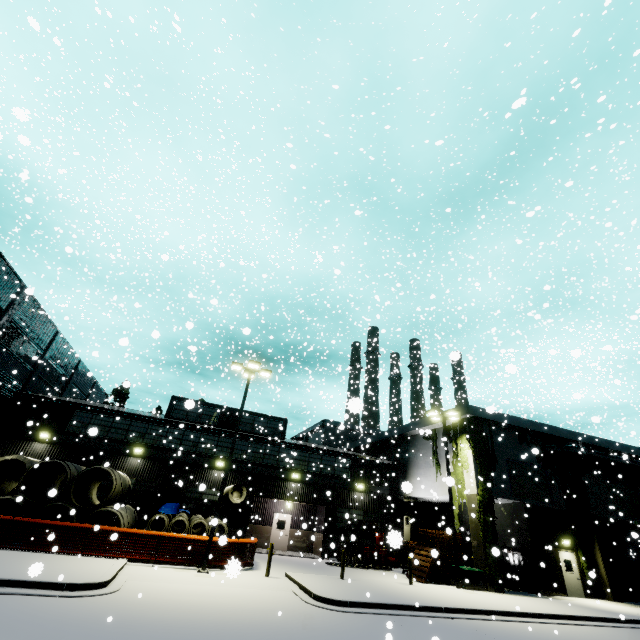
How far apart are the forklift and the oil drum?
1.9m

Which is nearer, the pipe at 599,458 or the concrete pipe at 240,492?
the concrete pipe at 240,492

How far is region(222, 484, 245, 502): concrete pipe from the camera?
19.7 meters

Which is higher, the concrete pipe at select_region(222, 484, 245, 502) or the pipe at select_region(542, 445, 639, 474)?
the pipe at select_region(542, 445, 639, 474)

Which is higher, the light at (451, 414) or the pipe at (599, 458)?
the light at (451, 414)

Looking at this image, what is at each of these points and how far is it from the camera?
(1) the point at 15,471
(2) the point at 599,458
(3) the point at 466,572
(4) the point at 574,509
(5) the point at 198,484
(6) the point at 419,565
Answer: (1) concrete pipe, 18.7 meters
(2) pipe, 24.4 meters
(3) electrical box, 18.4 meters
(4) tree, 23.5 meters
(5) building, 23.8 meters
(6) pallet, 20.0 meters

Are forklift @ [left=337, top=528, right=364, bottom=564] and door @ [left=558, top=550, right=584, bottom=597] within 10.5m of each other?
no

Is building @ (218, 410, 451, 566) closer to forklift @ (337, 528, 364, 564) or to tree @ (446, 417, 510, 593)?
tree @ (446, 417, 510, 593)
